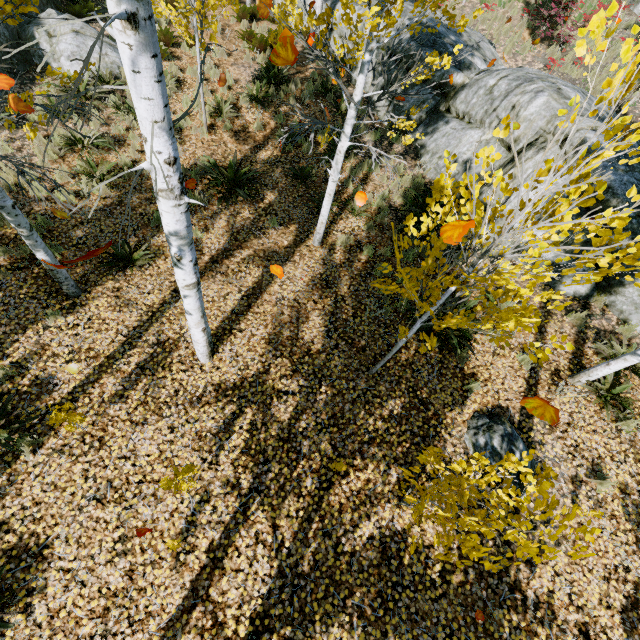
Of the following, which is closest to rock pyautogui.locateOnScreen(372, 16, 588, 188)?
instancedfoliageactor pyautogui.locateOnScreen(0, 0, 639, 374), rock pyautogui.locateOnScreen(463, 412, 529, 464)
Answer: instancedfoliageactor pyautogui.locateOnScreen(0, 0, 639, 374)

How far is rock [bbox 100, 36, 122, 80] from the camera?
8.99m

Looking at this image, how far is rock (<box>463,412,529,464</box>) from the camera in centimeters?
490cm

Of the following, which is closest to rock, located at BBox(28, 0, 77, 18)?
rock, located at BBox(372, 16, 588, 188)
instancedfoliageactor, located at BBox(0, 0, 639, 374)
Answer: instancedfoliageactor, located at BBox(0, 0, 639, 374)

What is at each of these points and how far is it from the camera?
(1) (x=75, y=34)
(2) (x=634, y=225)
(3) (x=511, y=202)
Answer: (1) rock, 8.69m
(2) rock, 5.89m
(3) rock, 7.10m

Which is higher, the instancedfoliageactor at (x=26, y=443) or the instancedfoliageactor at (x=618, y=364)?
the instancedfoliageactor at (x=618, y=364)

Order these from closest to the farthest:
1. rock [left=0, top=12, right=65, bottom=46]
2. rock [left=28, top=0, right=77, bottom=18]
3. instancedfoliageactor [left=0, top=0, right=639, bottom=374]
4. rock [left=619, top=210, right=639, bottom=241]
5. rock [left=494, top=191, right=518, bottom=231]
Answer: instancedfoliageactor [left=0, top=0, right=639, bottom=374], rock [left=619, top=210, right=639, bottom=241], rock [left=494, top=191, right=518, bottom=231], rock [left=0, top=12, right=65, bottom=46], rock [left=28, top=0, right=77, bottom=18]

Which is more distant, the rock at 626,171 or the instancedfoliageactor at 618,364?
the rock at 626,171
